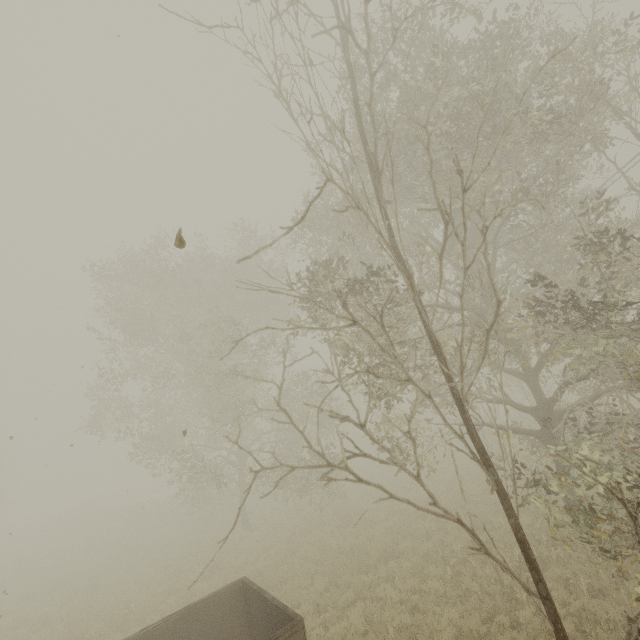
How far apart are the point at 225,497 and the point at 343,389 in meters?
25.2

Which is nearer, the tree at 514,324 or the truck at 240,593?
the tree at 514,324

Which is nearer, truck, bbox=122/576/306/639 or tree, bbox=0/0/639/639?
tree, bbox=0/0/639/639
